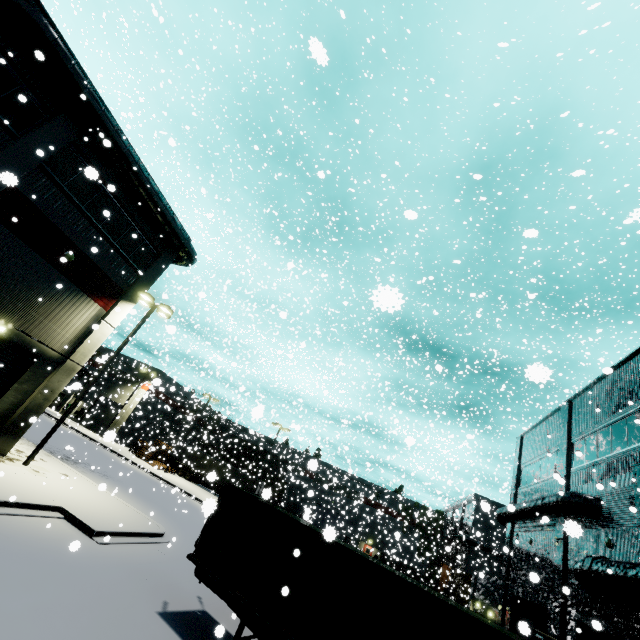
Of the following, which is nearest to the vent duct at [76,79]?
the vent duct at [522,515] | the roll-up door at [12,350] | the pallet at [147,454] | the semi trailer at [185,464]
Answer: the semi trailer at [185,464]

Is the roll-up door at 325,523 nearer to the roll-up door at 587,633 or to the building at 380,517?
the building at 380,517

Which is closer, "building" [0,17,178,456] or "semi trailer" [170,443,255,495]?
"building" [0,17,178,456]

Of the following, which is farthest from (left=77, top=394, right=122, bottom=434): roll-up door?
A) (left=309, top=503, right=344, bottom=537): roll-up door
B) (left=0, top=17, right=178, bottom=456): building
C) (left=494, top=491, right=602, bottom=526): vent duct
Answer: (left=309, top=503, right=344, bottom=537): roll-up door

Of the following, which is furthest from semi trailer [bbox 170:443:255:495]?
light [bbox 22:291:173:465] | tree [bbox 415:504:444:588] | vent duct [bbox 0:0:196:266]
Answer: tree [bbox 415:504:444:588]

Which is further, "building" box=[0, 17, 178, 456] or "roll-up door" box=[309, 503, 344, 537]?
"building" box=[0, 17, 178, 456]

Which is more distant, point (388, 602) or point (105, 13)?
point (105, 13)

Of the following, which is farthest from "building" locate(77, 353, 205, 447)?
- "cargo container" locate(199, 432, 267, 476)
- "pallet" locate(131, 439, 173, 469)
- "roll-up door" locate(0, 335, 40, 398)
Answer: "cargo container" locate(199, 432, 267, 476)
